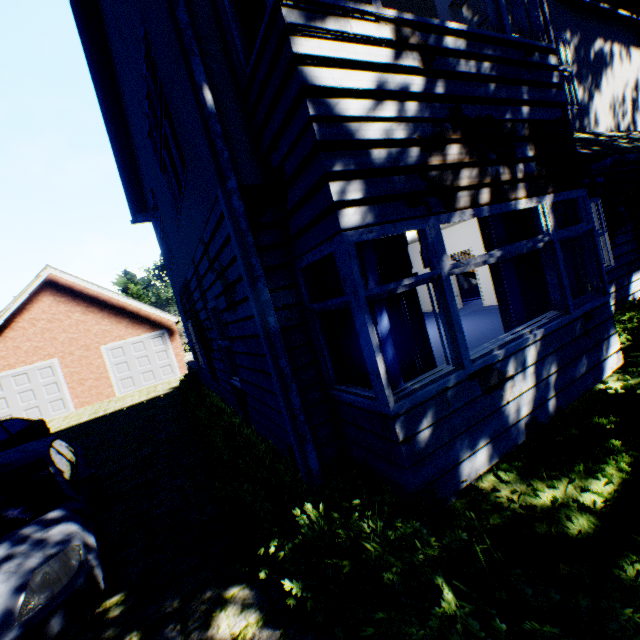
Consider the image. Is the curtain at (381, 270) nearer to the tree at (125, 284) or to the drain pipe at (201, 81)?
the drain pipe at (201, 81)

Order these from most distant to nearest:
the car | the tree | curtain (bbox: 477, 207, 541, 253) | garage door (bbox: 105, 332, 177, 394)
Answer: the tree
garage door (bbox: 105, 332, 177, 394)
curtain (bbox: 477, 207, 541, 253)
the car

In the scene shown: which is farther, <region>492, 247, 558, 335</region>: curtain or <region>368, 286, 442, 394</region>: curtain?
<region>492, 247, 558, 335</region>: curtain

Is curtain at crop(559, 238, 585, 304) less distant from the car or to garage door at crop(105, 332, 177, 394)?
the car

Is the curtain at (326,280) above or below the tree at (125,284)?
below

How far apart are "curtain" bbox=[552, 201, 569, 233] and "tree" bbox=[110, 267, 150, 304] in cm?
Answer: 4118

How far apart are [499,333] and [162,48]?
8.5 meters

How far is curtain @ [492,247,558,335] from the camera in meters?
4.4
